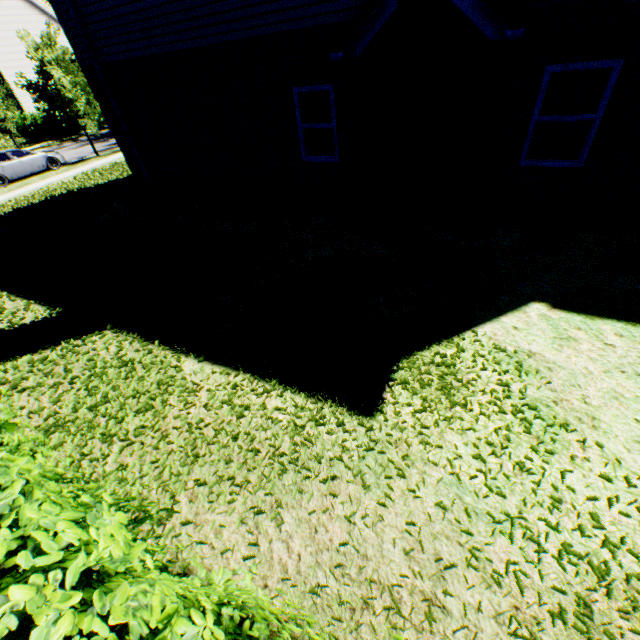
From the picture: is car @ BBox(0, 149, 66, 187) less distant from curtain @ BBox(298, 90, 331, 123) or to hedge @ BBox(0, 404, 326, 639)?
curtain @ BBox(298, 90, 331, 123)

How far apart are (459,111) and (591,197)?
3.1m

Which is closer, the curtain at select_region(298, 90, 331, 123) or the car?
the curtain at select_region(298, 90, 331, 123)

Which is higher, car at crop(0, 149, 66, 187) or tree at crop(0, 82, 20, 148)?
tree at crop(0, 82, 20, 148)

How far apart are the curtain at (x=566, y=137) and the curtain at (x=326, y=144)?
3.92m

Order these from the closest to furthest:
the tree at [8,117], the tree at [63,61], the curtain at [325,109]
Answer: the curtain at [325,109] → the tree at [63,61] → the tree at [8,117]

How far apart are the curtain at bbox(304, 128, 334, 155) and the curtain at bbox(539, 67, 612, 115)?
3.92m
